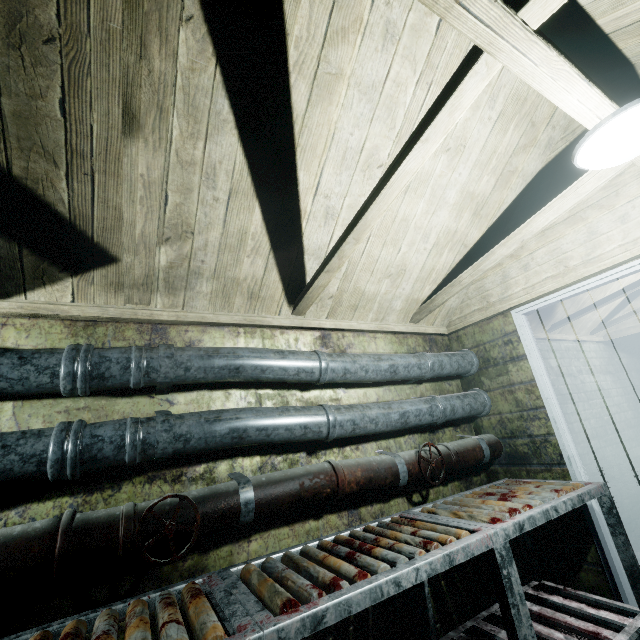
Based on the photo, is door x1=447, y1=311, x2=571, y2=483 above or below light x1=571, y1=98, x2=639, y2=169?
below

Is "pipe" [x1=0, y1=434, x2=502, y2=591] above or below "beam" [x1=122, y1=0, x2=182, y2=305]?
below

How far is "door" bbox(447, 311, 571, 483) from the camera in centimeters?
218cm

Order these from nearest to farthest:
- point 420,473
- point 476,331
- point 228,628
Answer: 1. point 228,628
2. point 420,473
3. point 476,331

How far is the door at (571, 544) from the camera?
1.9m

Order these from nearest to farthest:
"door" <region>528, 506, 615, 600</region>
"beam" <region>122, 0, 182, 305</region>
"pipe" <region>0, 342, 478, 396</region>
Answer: "beam" <region>122, 0, 182, 305</region>, "pipe" <region>0, 342, 478, 396</region>, "door" <region>528, 506, 615, 600</region>
